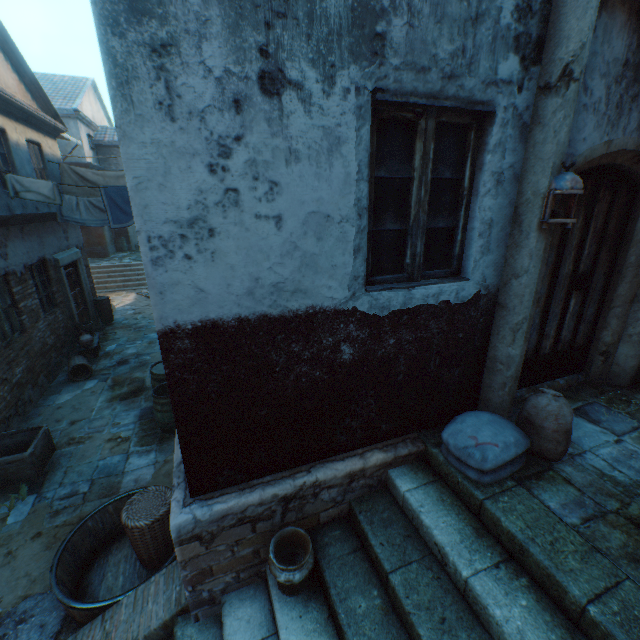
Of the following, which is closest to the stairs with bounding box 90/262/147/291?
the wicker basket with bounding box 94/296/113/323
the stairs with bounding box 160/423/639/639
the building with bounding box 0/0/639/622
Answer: the building with bounding box 0/0/639/622

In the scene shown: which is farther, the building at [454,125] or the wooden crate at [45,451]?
the wooden crate at [45,451]

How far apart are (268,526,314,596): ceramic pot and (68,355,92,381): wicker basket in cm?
770

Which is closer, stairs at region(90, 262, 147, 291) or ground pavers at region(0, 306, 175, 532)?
ground pavers at region(0, 306, 175, 532)

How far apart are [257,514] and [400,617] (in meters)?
1.24

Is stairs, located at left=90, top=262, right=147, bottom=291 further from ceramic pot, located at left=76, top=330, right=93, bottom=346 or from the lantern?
the lantern

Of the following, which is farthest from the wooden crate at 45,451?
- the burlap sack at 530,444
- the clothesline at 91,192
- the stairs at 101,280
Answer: the stairs at 101,280

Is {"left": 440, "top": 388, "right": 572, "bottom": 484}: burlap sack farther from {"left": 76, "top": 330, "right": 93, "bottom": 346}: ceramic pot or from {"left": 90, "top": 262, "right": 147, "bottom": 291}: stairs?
{"left": 90, "top": 262, "right": 147, "bottom": 291}: stairs
